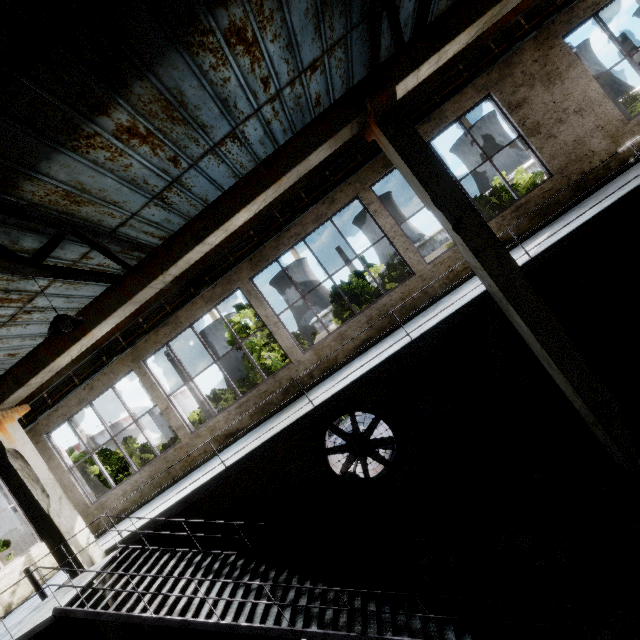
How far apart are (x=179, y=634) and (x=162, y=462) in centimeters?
434cm

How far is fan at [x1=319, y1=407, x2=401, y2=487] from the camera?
8.59m

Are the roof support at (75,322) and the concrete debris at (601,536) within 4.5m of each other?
no

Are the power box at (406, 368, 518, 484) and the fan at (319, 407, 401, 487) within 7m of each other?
yes

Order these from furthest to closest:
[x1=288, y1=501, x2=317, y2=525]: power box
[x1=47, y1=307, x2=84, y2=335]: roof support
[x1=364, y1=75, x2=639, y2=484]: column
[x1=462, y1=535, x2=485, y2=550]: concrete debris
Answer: [x1=288, y1=501, x2=317, y2=525]: power box < [x1=462, y1=535, x2=485, y2=550]: concrete debris < [x1=364, y1=75, x2=639, y2=484]: column < [x1=47, y1=307, x2=84, y2=335]: roof support

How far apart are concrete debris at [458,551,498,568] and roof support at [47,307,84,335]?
7.68m

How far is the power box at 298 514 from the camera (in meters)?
8.95

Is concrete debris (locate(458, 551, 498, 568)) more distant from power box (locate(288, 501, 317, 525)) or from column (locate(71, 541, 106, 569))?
column (locate(71, 541, 106, 569))
